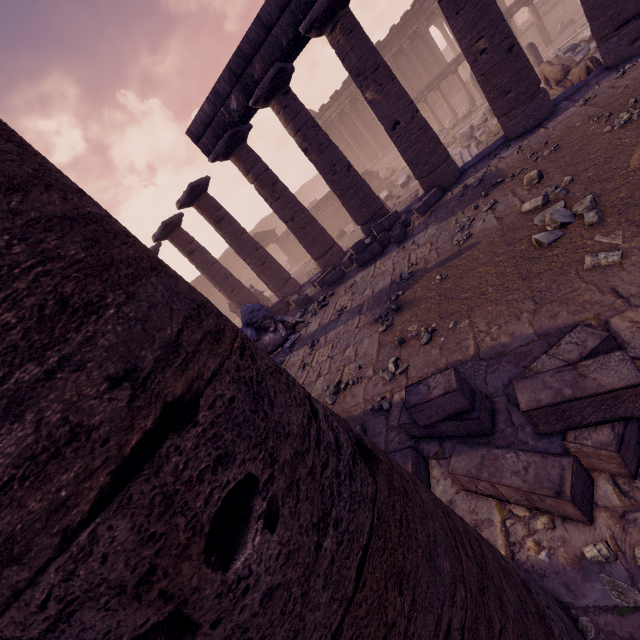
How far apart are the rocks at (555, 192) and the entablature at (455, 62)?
20.6 meters

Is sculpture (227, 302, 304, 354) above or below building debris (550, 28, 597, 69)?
above

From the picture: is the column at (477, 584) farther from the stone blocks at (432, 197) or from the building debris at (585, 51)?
the building debris at (585, 51)

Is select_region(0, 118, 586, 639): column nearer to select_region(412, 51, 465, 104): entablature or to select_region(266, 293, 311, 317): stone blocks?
select_region(266, 293, 311, 317): stone blocks

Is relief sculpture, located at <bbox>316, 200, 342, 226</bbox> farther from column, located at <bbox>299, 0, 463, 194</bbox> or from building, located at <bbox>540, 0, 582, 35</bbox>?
column, located at <bbox>299, 0, 463, 194</bbox>

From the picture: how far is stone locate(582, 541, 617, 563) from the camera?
1.82m

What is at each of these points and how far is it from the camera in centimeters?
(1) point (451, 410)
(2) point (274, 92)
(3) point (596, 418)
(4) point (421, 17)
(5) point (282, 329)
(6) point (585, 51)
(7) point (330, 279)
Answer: (1) stone blocks, 290cm
(2) column, 902cm
(3) stone blocks, 205cm
(4) building, 2261cm
(5) sculpture, 861cm
(6) building debris, 1162cm
(7) stone blocks, 1036cm

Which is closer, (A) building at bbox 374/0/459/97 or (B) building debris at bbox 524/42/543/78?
(B) building debris at bbox 524/42/543/78
